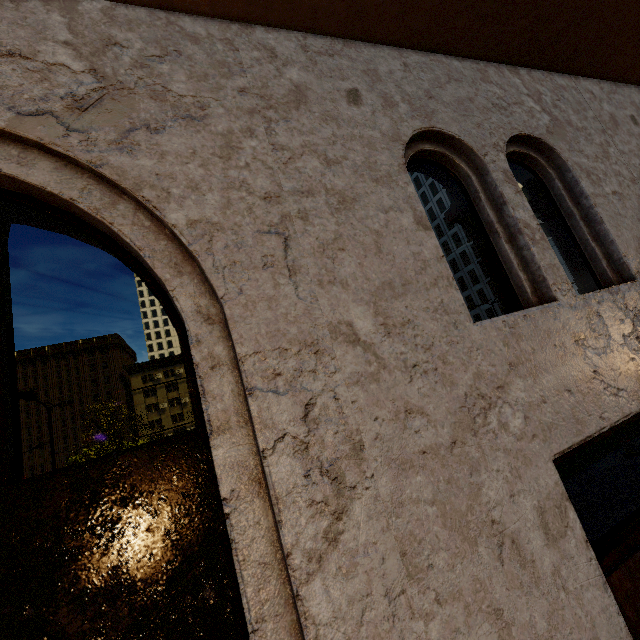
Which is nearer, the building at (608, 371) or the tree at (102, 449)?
the building at (608, 371)

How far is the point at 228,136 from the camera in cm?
198

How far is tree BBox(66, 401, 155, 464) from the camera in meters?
18.9 m

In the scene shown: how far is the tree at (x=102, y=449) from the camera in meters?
18.9 m

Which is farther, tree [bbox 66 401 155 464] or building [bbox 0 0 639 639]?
tree [bbox 66 401 155 464]
